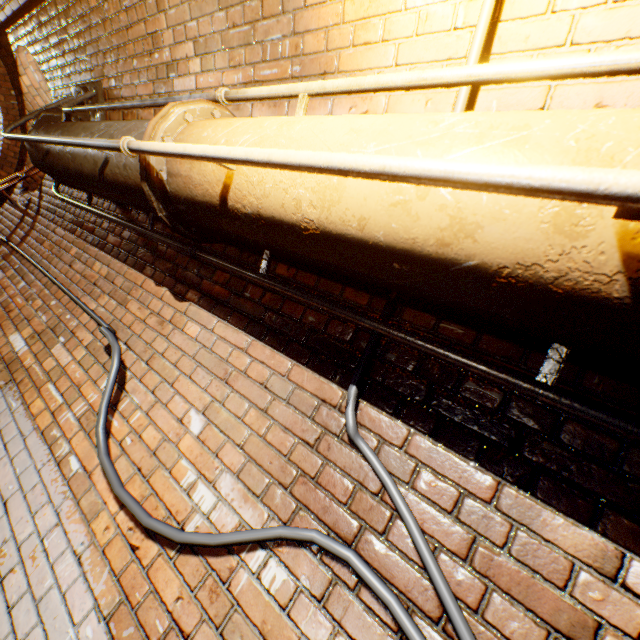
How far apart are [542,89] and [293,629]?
2.0 meters

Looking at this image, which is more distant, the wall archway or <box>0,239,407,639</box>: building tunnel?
the wall archway

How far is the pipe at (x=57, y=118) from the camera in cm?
156

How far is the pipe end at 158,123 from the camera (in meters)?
1.26

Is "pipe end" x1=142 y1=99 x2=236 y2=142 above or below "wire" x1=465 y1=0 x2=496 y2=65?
below

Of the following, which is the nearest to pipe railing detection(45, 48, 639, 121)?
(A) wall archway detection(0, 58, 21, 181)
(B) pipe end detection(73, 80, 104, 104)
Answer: (B) pipe end detection(73, 80, 104, 104)

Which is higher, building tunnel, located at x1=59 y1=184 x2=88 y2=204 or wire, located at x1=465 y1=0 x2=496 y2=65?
wire, located at x1=465 y1=0 x2=496 y2=65

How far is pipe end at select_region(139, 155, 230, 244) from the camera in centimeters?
129cm
